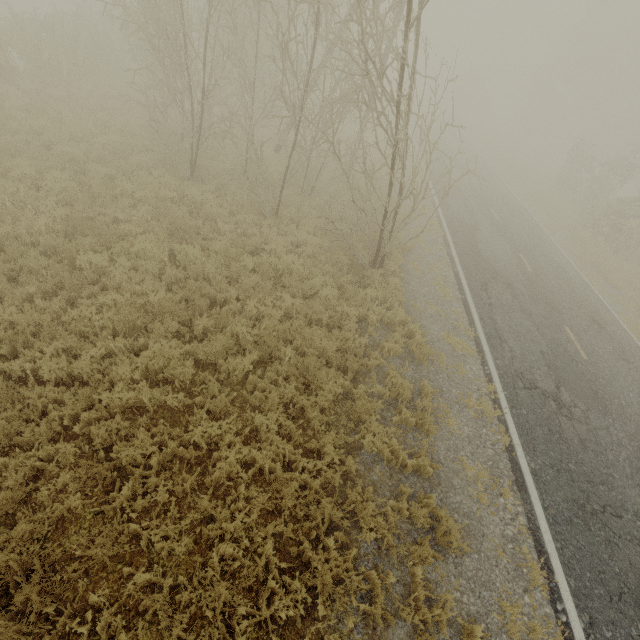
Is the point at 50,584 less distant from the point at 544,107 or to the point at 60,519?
the point at 60,519

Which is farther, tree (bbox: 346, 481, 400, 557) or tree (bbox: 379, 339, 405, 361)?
tree (bbox: 379, 339, 405, 361)

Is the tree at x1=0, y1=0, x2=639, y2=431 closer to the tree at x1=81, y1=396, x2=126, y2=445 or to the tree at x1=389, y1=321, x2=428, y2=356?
the tree at x1=81, y1=396, x2=126, y2=445

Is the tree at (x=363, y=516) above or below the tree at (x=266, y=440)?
above

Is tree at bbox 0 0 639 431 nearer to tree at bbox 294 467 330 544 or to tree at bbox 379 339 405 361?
tree at bbox 294 467 330 544

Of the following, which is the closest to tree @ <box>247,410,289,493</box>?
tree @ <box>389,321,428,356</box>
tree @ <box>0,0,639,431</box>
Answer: tree @ <box>389,321,428,356</box>

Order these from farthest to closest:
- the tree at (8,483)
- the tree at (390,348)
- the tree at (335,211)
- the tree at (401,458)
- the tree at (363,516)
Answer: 1. the tree at (390,348)
2. the tree at (335,211)
3. the tree at (401,458)
4. the tree at (363,516)
5. the tree at (8,483)
